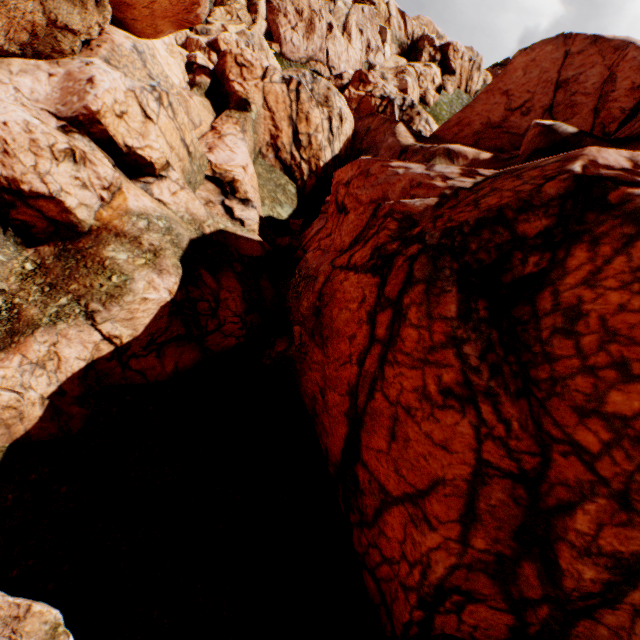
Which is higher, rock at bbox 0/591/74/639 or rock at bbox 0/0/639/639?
rock at bbox 0/0/639/639

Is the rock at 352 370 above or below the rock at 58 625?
above

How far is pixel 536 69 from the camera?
25.98m
